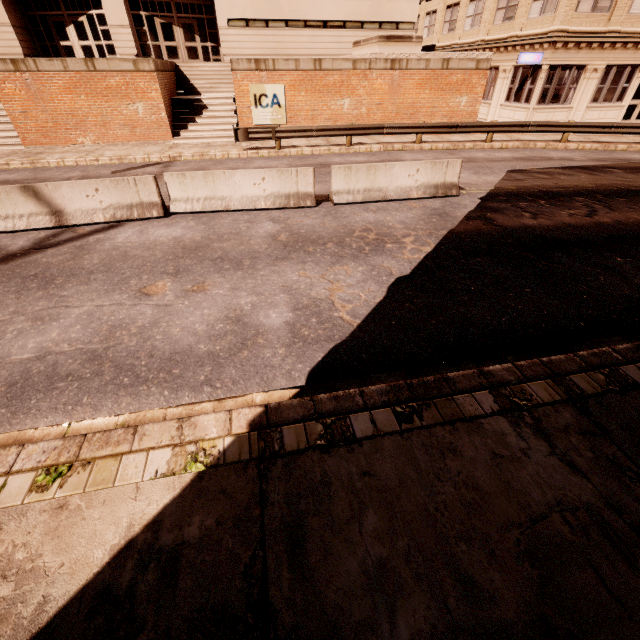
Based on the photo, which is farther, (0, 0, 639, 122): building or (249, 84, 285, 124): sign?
(0, 0, 639, 122): building

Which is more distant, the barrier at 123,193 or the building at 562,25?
the building at 562,25

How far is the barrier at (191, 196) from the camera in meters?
8.6 m

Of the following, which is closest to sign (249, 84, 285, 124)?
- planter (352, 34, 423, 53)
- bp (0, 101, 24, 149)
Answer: planter (352, 34, 423, 53)

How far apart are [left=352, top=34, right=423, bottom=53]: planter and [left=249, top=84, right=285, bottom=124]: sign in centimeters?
545cm

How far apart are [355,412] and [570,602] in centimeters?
210cm

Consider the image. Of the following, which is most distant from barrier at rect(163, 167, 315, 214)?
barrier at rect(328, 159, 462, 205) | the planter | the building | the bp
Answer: the building

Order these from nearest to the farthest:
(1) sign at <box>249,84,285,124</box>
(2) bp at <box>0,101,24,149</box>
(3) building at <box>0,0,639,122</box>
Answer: (2) bp at <box>0,101,24,149</box>
(1) sign at <box>249,84,285,124</box>
(3) building at <box>0,0,639,122</box>
